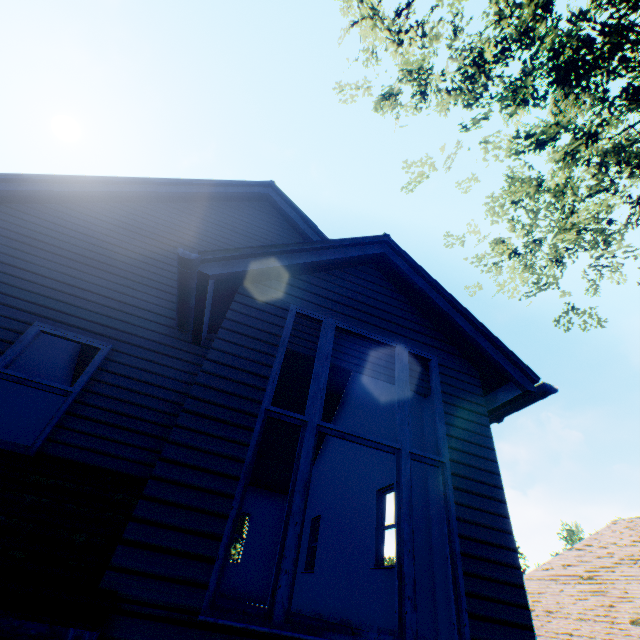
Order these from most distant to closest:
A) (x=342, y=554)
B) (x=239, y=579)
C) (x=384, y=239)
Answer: (x=239, y=579)
(x=342, y=554)
(x=384, y=239)
